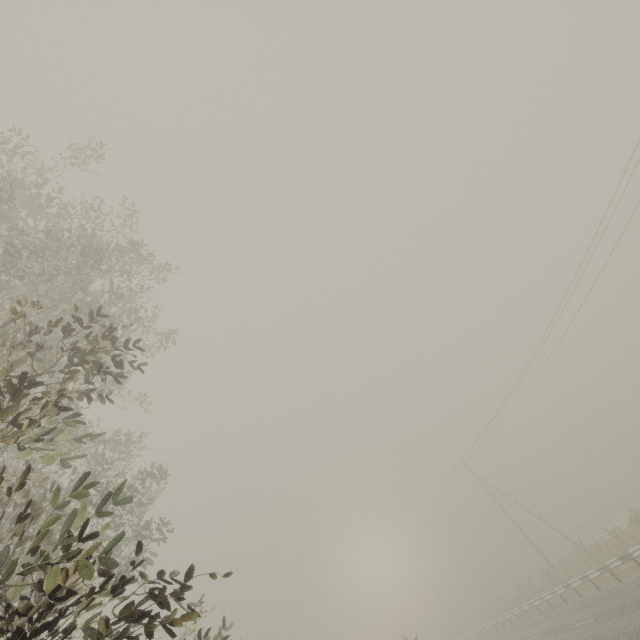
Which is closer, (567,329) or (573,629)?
(573,629)
